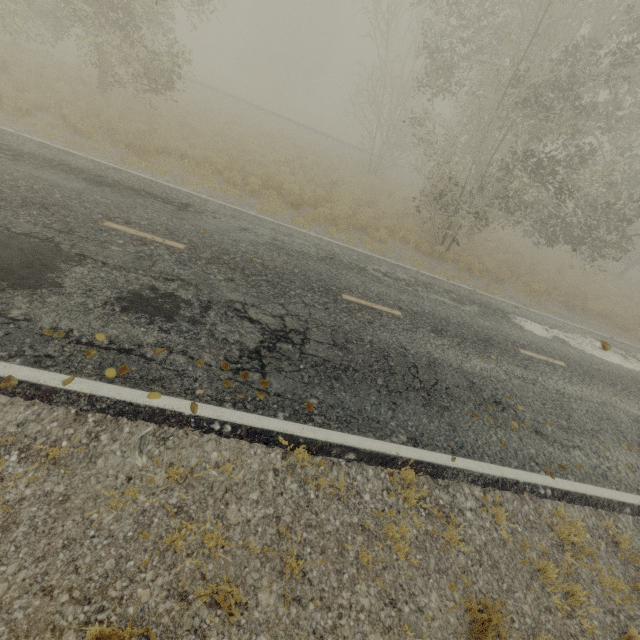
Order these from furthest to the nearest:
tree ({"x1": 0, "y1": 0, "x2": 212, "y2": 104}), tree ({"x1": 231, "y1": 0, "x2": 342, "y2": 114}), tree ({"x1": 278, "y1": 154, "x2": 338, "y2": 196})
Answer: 1. tree ({"x1": 231, "y1": 0, "x2": 342, "y2": 114})
2. tree ({"x1": 278, "y1": 154, "x2": 338, "y2": 196})
3. tree ({"x1": 0, "y1": 0, "x2": 212, "y2": 104})

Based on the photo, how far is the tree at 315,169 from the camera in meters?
14.7 m

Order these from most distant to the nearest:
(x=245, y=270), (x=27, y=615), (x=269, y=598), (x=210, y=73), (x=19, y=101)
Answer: (x=210, y=73), (x=19, y=101), (x=245, y=270), (x=269, y=598), (x=27, y=615)

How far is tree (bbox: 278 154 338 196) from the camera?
14.7m

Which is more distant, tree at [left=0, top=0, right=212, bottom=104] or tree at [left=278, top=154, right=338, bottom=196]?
tree at [left=278, top=154, right=338, bottom=196]

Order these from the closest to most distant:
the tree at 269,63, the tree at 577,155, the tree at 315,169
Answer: the tree at 577,155 < the tree at 315,169 < the tree at 269,63

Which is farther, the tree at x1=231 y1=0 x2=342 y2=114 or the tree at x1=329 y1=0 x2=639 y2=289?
the tree at x1=231 y1=0 x2=342 y2=114

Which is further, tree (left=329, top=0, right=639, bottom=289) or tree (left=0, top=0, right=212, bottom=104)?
tree (left=0, top=0, right=212, bottom=104)
